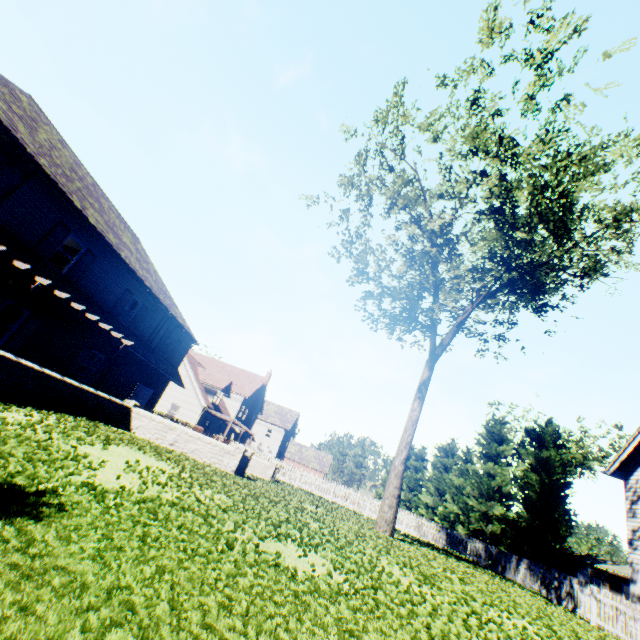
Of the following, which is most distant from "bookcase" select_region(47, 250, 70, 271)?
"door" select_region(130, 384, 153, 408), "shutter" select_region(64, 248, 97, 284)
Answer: "door" select_region(130, 384, 153, 408)

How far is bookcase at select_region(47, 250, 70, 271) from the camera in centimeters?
1577cm

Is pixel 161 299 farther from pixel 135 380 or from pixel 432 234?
pixel 432 234

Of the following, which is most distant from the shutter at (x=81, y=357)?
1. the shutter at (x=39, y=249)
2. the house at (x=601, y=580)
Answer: the house at (x=601, y=580)

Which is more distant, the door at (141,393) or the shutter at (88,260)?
the door at (141,393)

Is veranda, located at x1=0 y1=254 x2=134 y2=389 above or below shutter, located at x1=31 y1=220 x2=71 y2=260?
below

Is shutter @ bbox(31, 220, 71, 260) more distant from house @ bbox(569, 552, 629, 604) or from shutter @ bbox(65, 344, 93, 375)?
house @ bbox(569, 552, 629, 604)

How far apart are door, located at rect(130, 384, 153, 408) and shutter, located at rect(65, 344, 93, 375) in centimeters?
504cm
